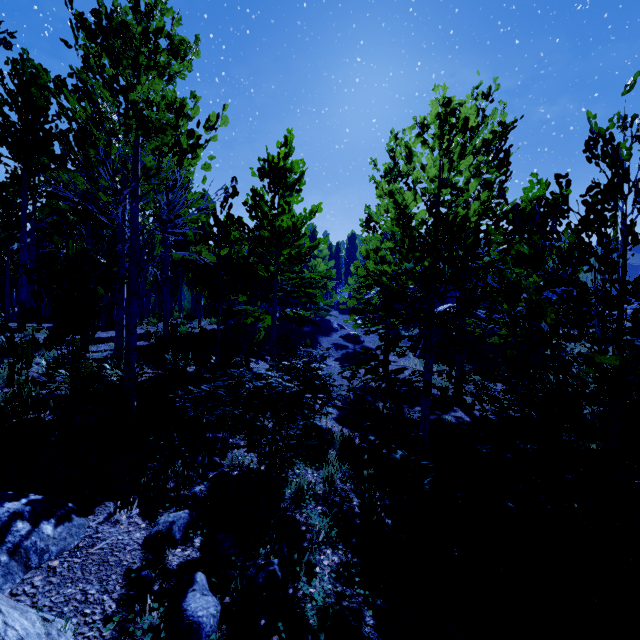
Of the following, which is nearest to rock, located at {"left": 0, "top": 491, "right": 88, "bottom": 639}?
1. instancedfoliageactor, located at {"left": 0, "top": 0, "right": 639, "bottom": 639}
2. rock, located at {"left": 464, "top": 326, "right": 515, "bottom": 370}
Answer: instancedfoliageactor, located at {"left": 0, "top": 0, "right": 639, "bottom": 639}

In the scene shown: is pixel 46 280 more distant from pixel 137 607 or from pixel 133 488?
pixel 137 607

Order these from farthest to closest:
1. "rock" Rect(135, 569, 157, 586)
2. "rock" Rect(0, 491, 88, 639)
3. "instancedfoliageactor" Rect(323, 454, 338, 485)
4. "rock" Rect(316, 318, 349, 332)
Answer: "rock" Rect(316, 318, 349, 332)
"instancedfoliageactor" Rect(323, 454, 338, 485)
"rock" Rect(135, 569, 157, 586)
"rock" Rect(0, 491, 88, 639)

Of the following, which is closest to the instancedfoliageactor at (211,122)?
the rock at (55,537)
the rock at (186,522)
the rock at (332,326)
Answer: the rock at (55,537)

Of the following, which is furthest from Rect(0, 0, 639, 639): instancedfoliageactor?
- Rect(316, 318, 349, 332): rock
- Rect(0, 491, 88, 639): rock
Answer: Rect(316, 318, 349, 332): rock

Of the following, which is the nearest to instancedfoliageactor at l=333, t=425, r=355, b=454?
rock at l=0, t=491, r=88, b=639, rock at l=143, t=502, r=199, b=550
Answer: rock at l=0, t=491, r=88, b=639

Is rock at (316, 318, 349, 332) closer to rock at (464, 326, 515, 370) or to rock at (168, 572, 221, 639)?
rock at (464, 326, 515, 370)

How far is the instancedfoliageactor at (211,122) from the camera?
4.8m
